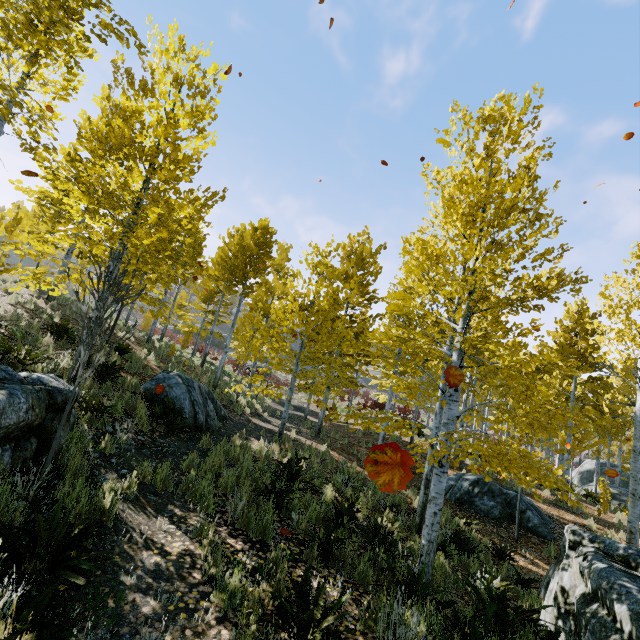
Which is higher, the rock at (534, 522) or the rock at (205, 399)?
the rock at (205, 399)

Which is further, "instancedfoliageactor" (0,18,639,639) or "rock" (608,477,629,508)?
"rock" (608,477,629,508)

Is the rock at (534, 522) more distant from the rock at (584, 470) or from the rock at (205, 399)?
the rock at (584, 470)

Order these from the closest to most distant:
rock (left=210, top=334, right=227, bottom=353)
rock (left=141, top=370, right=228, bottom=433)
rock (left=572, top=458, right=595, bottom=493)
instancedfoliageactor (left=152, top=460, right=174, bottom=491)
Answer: instancedfoliageactor (left=152, top=460, right=174, bottom=491)
rock (left=141, top=370, right=228, bottom=433)
rock (left=572, top=458, right=595, bottom=493)
rock (left=210, top=334, right=227, bottom=353)

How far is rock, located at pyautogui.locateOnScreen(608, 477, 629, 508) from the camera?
20.0m

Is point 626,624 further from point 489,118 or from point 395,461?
point 489,118

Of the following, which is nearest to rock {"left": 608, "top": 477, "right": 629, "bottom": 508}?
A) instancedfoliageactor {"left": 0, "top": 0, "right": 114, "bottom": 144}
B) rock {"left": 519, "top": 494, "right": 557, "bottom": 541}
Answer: instancedfoliageactor {"left": 0, "top": 0, "right": 114, "bottom": 144}

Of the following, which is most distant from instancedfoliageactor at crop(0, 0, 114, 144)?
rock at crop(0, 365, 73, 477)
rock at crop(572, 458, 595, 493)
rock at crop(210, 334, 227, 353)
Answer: rock at crop(210, 334, 227, 353)
